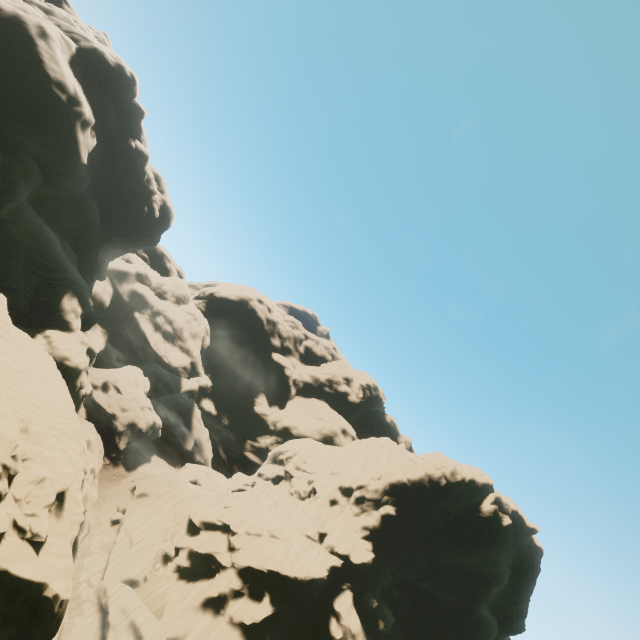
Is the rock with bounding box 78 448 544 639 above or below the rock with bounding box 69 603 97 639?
above

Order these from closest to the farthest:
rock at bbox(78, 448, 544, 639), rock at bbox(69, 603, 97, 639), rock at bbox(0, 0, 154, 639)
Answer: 1. rock at bbox(0, 0, 154, 639)
2. rock at bbox(69, 603, 97, 639)
3. rock at bbox(78, 448, 544, 639)

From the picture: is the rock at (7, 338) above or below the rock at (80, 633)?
above

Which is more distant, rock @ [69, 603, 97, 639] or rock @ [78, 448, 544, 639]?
rock @ [78, 448, 544, 639]

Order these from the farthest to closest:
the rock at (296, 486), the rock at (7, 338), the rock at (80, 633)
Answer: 1. the rock at (296, 486)
2. the rock at (80, 633)
3. the rock at (7, 338)

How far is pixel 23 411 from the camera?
21.3 meters
